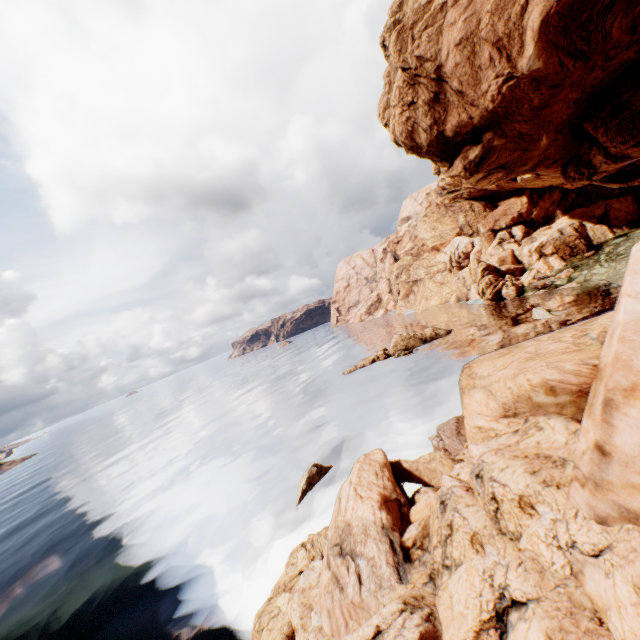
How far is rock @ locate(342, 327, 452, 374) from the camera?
47.19m

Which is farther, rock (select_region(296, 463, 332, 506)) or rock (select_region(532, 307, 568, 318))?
rock (select_region(532, 307, 568, 318))

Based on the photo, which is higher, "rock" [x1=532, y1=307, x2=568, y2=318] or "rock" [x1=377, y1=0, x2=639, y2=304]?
"rock" [x1=377, y1=0, x2=639, y2=304]

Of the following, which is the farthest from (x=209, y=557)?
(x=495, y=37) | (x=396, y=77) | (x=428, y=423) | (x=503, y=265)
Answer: (x=503, y=265)

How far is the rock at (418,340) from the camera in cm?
4719
